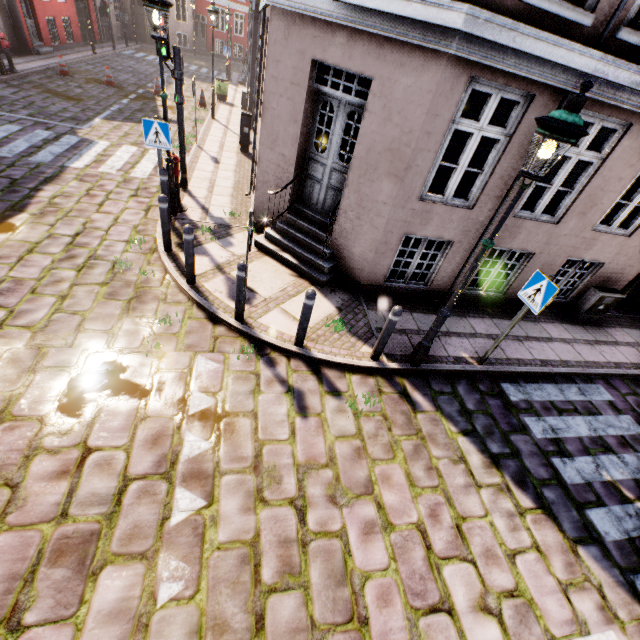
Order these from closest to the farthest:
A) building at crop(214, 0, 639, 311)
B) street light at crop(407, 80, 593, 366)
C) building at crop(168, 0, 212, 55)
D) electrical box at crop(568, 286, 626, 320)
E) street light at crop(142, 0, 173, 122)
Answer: street light at crop(407, 80, 593, 366) → building at crop(214, 0, 639, 311) → street light at crop(142, 0, 173, 122) → electrical box at crop(568, 286, 626, 320) → building at crop(168, 0, 212, 55)

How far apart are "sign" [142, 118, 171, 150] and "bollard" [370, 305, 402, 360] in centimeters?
553cm

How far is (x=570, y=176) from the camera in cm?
1275

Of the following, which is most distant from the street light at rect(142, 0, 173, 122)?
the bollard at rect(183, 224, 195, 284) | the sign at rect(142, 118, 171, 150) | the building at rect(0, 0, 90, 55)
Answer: the bollard at rect(183, 224, 195, 284)

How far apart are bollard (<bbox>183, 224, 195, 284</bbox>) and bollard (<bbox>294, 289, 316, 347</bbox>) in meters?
2.2

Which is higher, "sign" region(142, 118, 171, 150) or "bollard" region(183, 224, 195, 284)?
"sign" region(142, 118, 171, 150)

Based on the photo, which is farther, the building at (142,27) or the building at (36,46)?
the building at (142,27)

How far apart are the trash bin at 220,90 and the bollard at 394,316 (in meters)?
18.74
